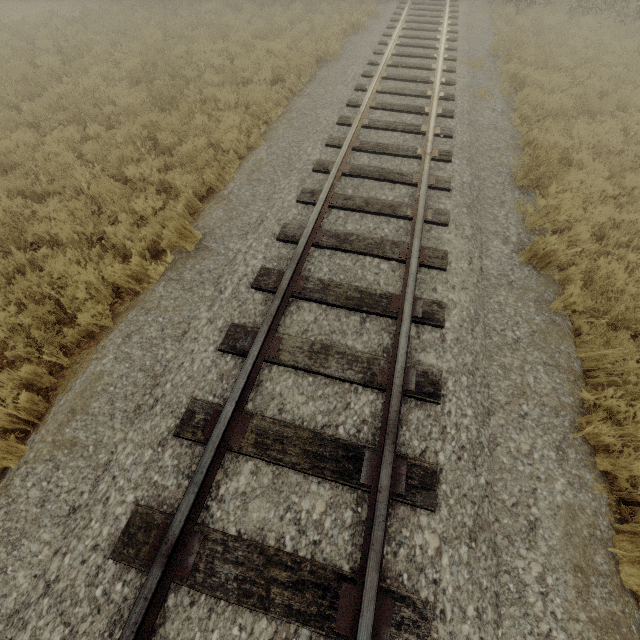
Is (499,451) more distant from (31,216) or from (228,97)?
(228,97)

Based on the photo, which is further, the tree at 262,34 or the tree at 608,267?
the tree at 262,34

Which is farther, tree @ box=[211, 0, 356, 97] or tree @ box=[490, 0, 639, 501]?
tree @ box=[211, 0, 356, 97]
